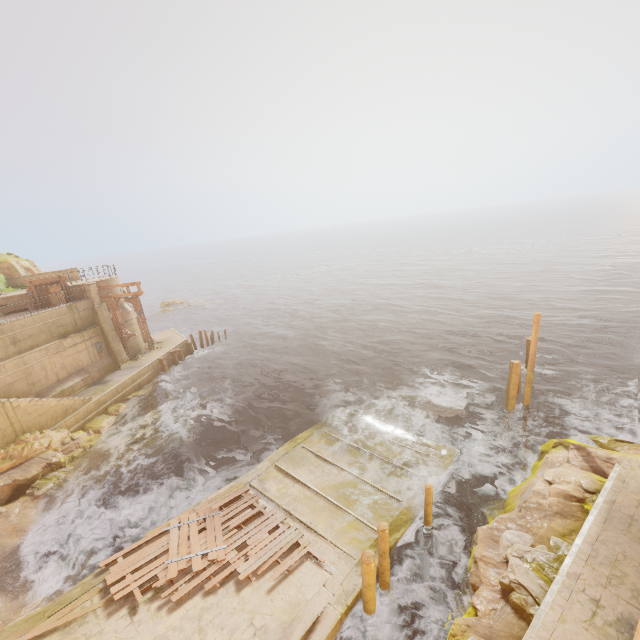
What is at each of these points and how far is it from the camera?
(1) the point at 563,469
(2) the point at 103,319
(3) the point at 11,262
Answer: (1) rock, 11.59m
(2) pillar, 25.20m
(3) rock, 26.84m

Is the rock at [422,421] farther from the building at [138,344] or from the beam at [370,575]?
the building at [138,344]

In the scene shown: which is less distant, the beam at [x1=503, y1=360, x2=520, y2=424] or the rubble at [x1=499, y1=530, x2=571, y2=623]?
the rubble at [x1=499, y1=530, x2=571, y2=623]

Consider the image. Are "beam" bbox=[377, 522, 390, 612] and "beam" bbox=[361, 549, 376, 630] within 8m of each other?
yes

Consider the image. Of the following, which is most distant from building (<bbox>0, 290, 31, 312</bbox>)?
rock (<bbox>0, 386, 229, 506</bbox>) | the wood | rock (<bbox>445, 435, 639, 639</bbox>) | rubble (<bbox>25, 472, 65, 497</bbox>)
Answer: rock (<bbox>445, 435, 639, 639</bbox>)

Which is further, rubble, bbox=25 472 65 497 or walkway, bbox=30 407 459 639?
rubble, bbox=25 472 65 497

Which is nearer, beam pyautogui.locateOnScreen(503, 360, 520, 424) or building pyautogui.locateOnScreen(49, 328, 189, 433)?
beam pyautogui.locateOnScreen(503, 360, 520, 424)

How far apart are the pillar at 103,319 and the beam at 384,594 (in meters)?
24.10
